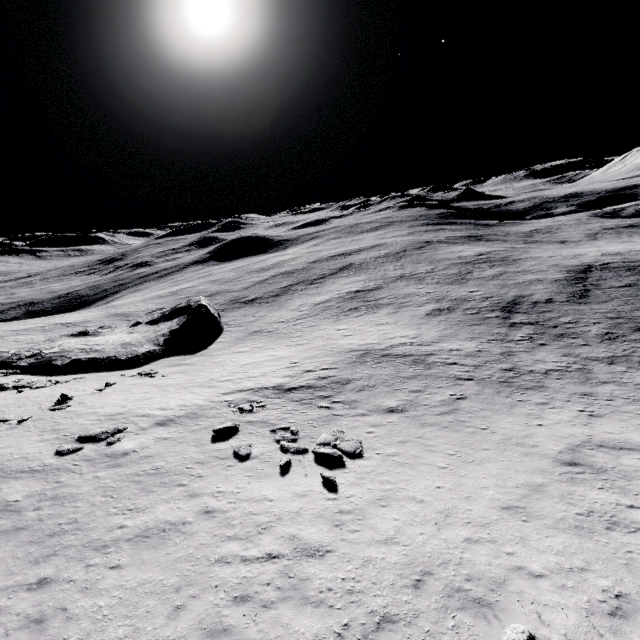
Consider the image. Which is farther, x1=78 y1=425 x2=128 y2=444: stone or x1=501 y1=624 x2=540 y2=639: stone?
x1=78 y1=425 x2=128 y2=444: stone

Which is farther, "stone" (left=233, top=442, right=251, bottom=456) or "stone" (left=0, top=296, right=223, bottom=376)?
"stone" (left=0, top=296, right=223, bottom=376)

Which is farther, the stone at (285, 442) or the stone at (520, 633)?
the stone at (285, 442)

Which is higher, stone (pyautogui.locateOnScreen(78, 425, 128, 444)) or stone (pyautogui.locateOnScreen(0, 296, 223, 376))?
stone (pyautogui.locateOnScreen(78, 425, 128, 444))

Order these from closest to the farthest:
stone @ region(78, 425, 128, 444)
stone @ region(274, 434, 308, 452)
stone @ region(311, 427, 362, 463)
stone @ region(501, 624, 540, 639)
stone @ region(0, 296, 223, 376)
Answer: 1. stone @ region(501, 624, 540, 639)
2. stone @ region(311, 427, 362, 463)
3. stone @ region(274, 434, 308, 452)
4. stone @ region(78, 425, 128, 444)
5. stone @ region(0, 296, 223, 376)

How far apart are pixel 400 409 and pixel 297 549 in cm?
1081

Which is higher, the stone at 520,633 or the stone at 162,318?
the stone at 520,633

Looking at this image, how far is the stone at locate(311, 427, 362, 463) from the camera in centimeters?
1365cm
